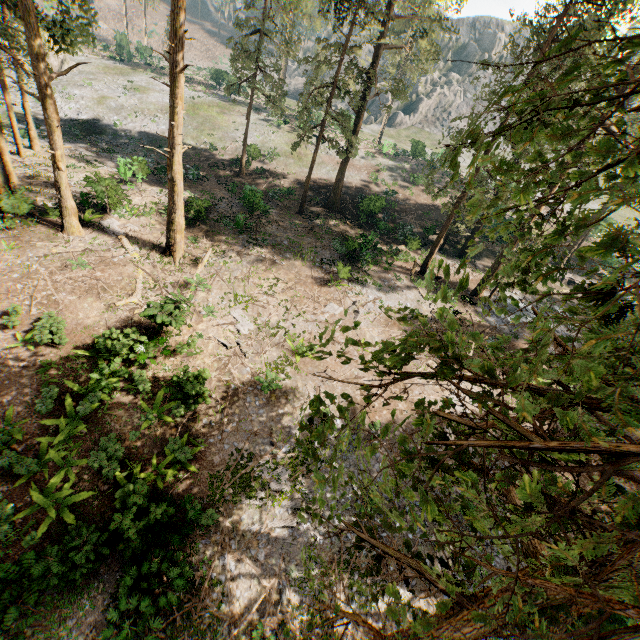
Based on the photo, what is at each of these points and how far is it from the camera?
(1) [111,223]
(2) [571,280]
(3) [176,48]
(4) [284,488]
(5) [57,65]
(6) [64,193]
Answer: (1) foliage, 21.59m
(2) ground embankment, 34.41m
(3) foliage, 15.05m
(4) foliage, 13.17m
(5) rock, 38.66m
(6) foliage, 18.45m

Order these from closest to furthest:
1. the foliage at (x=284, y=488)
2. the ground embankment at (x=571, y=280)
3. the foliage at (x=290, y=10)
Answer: the foliage at (x=284, y=488) → the foliage at (x=290, y=10) → the ground embankment at (x=571, y=280)

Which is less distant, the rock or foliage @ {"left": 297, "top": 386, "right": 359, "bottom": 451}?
foliage @ {"left": 297, "top": 386, "right": 359, "bottom": 451}

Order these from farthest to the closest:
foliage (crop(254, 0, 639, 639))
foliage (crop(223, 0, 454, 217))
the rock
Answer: the rock < foliage (crop(223, 0, 454, 217)) < foliage (crop(254, 0, 639, 639))

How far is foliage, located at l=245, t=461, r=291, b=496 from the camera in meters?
13.2 m

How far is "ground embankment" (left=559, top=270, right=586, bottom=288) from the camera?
34.3m

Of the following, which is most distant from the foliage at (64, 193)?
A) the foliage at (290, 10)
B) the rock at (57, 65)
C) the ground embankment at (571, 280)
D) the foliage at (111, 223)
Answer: the foliage at (290, 10)

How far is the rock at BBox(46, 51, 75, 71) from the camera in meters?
37.8 m
